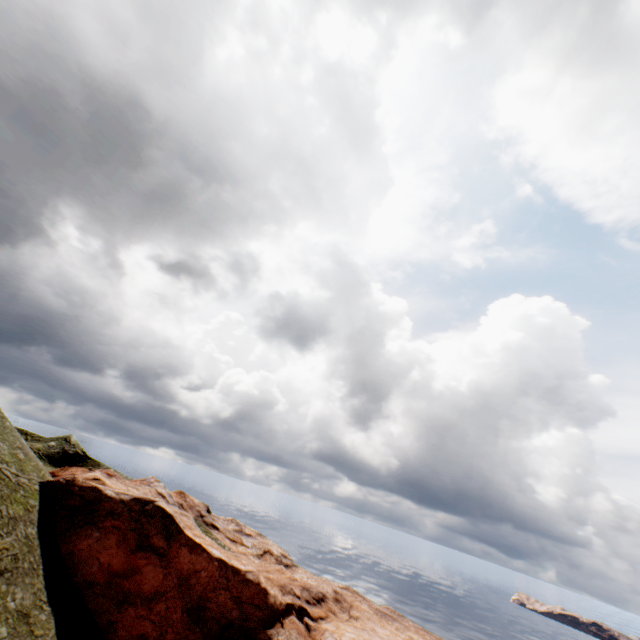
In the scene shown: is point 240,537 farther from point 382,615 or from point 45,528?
point 45,528
